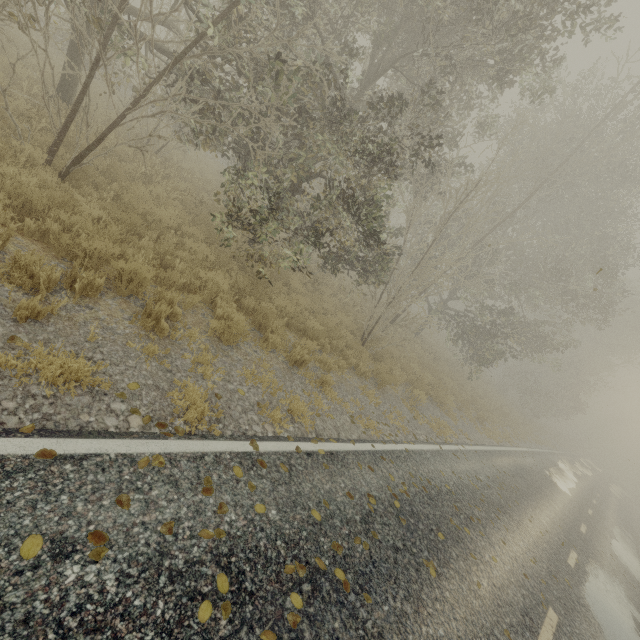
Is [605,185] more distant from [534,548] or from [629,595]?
[534,548]
